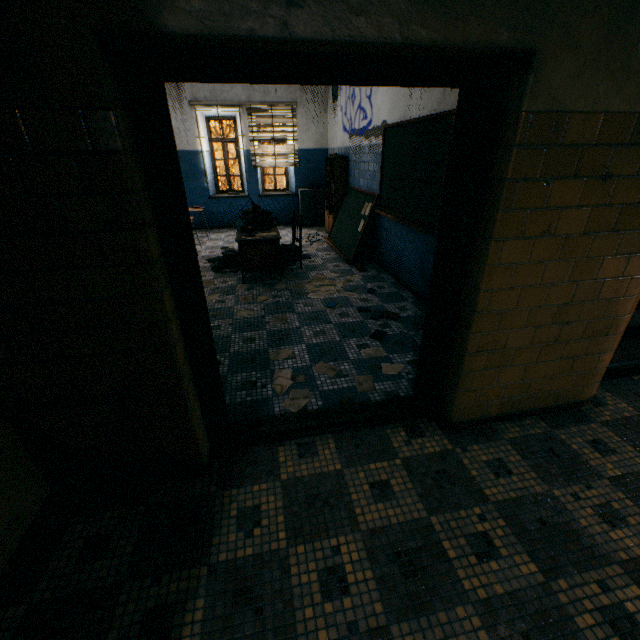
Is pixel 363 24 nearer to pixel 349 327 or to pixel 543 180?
pixel 543 180

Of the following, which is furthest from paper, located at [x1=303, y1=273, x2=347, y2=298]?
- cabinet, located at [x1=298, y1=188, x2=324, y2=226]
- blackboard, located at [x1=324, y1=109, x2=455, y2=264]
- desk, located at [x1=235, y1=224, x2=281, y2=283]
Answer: cabinet, located at [x1=298, y1=188, x2=324, y2=226]

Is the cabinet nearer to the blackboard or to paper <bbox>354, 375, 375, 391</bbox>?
the blackboard

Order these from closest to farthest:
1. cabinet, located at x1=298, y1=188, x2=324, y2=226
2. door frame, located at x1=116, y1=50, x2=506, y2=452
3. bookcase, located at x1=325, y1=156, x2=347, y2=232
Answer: door frame, located at x1=116, y1=50, x2=506, y2=452, bookcase, located at x1=325, y1=156, x2=347, y2=232, cabinet, located at x1=298, y1=188, x2=324, y2=226

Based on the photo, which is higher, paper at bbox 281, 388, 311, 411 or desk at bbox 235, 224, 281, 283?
desk at bbox 235, 224, 281, 283

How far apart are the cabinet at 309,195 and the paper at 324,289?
4.0 meters

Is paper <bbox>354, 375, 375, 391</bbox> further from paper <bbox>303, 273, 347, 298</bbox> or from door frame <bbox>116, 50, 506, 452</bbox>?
paper <bbox>303, 273, 347, 298</bbox>

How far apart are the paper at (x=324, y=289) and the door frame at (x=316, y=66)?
2.3m
